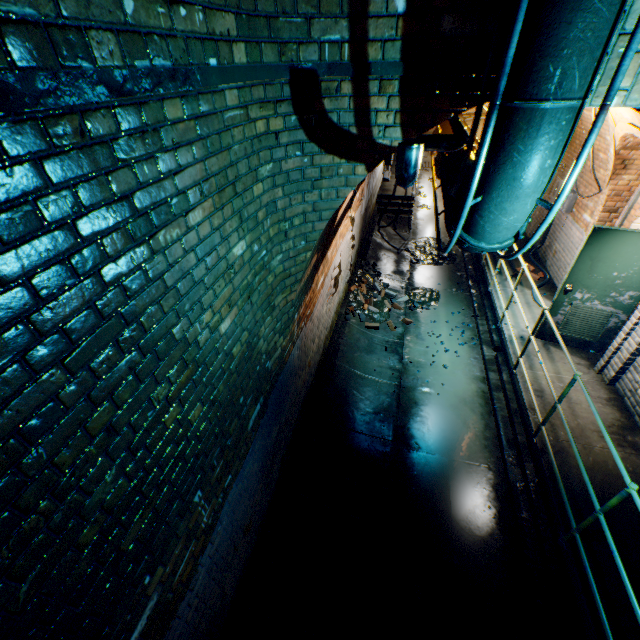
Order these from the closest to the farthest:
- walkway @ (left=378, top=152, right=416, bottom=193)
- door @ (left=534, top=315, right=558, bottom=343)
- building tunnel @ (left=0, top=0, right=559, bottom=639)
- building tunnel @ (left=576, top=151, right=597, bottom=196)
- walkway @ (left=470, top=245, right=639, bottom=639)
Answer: building tunnel @ (left=0, top=0, right=559, bottom=639) → walkway @ (left=470, top=245, right=639, bottom=639) → door @ (left=534, top=315, right=558, bottom=343) → building tunnel @ (left=576, top=151, right=597, bottom=196) → walkway @ (left=378, top=152, right=416, bottom=193)

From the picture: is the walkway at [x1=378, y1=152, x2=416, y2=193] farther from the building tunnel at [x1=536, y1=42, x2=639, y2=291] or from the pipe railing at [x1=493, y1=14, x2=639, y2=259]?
the pipe railing at [x1=493, y1=14, x2=639, y2=259]

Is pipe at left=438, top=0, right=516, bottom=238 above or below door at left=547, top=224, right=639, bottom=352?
above

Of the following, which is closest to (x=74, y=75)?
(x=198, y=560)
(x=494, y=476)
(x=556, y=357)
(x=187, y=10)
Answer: (x=187, y=10)

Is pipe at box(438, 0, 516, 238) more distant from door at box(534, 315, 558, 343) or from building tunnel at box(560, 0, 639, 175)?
door at box(534, 315, 558, 343)

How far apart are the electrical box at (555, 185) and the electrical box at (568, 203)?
0.12m

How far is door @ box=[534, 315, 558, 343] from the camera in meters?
5.6

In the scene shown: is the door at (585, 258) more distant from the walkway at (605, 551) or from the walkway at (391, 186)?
the walkway at (391, 186)
